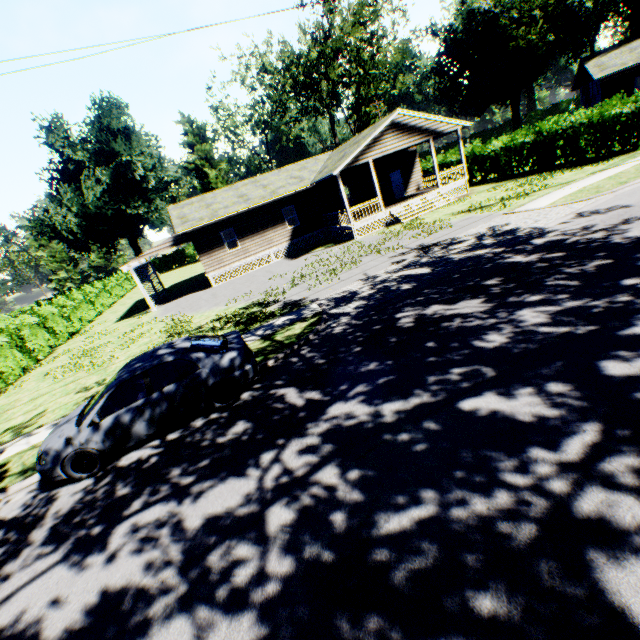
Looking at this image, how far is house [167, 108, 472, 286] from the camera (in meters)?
21.48

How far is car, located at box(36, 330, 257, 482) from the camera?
6.5 meters

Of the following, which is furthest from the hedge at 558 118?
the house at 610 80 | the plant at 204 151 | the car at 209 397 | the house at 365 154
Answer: the plant at 204 151

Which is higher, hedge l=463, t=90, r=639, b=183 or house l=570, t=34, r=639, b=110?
house l=570, t=34, r=639, b=110

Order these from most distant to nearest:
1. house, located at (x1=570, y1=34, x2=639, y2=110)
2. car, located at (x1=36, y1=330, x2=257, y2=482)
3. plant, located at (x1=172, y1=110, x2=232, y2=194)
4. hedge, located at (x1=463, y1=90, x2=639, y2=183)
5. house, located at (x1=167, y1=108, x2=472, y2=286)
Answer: plant, located at (x1=172, y1=110, x2=232, y2=194) → house, located at (x1=570, y1=34, x2=639, y2=110) → house, located at (x1=167, y1=108, x2=472, y2=286) → hedge, located at (x1=463, y1=90, x2=639, y2=183) → car, located at (x1=36, y1=330, x2=257, y2=482)

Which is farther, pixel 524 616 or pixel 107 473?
pixel 107 473

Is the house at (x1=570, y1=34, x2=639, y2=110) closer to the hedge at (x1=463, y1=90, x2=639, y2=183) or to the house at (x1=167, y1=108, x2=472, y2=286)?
the hedge at (x1=463, y1=90, x2=639, y2=183)

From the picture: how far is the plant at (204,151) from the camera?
47.4m
